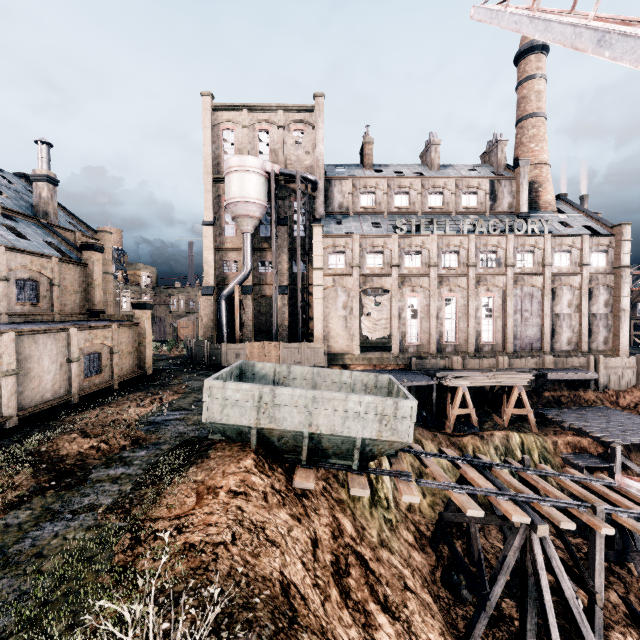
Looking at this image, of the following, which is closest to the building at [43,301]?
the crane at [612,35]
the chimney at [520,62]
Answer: the chimney at [520,62]

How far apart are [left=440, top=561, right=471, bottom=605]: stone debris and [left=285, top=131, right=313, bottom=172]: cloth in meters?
40.6

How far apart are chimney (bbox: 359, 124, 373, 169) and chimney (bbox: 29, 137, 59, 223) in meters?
35.1

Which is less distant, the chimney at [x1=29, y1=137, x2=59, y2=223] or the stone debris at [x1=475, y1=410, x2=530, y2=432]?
the stone debris at [x1=475, y1=410, x2=530, y2=432]

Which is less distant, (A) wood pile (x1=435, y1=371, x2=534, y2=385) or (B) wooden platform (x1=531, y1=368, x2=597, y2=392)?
(A) wood pile (x1=435, y1=371, x2=534, y2=385)

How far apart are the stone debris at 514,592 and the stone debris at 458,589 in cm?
131

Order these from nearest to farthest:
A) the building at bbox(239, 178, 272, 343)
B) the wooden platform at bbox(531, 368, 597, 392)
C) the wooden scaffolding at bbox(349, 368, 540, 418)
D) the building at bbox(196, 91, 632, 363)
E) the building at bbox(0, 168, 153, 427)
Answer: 1. the building at bbox(0, 168, 153, 427)
2. the wooden scaffolding at bbox(349, 368, 540, 418)
3. the wooden platform at bbox(531, 368, 597, 392)
4. the building at bbox(196, 91, 632, 363)
5. the building at bbox(239, 178, 272, 343)

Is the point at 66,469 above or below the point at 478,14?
below
